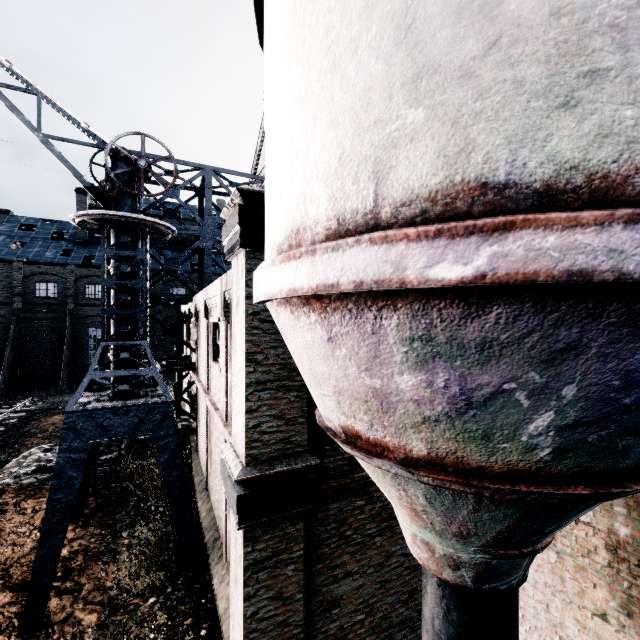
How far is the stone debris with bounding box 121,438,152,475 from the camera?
16.0 meters

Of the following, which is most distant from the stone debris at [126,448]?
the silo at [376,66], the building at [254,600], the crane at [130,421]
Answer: the silo at [376,66]

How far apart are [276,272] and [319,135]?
1.06m

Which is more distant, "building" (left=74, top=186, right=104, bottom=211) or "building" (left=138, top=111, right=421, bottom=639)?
"building" (left=74, top=186, right=104, bottom=211)

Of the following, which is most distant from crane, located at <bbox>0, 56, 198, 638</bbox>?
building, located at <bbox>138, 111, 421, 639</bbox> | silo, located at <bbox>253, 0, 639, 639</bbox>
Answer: silo, located at <bbox>253, 0, 639, 639</bbox>

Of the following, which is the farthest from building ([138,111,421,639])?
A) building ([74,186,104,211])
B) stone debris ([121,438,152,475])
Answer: building ([74,186,104,211])

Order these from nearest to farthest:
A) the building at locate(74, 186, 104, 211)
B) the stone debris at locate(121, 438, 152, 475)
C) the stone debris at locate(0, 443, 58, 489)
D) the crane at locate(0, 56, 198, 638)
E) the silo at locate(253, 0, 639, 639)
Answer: the silo at locate(253, 0, 639, 639)
the crane at locate(0, 56, 198, 638)
the stone debris at locate(0, 443, 58, 489)
the stone debris at locate(121, 438, 152, 475)
the building at locate(74, 186, 104, 211)

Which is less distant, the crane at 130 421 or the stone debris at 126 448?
the crane at 130 421
